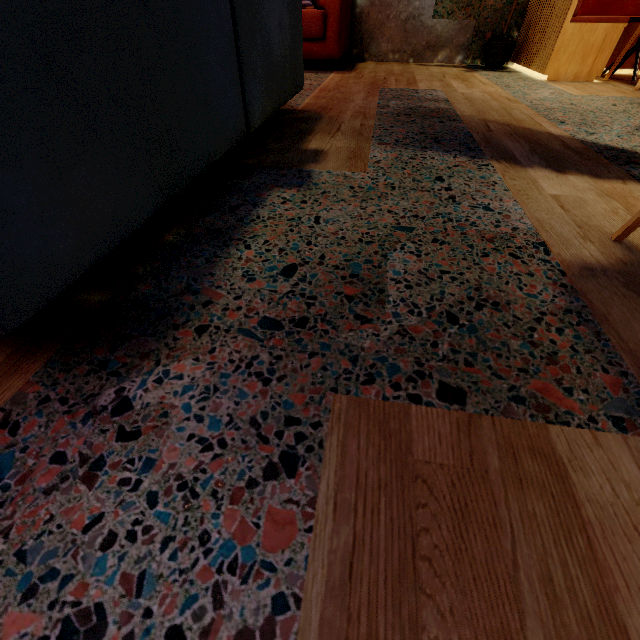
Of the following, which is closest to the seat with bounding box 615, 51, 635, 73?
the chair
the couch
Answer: the couch

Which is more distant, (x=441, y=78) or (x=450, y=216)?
(x=441, y=78)

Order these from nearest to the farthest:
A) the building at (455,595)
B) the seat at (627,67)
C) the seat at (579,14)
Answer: the building at (455,595) < the seat at (579,14) < the seat at (627,67)

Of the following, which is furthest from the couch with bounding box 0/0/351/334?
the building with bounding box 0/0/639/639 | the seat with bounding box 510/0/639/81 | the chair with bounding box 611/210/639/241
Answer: the seat with bounding box 510/0/639/81

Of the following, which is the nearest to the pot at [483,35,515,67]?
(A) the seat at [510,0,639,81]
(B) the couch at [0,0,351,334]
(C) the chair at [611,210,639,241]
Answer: (A) the seat at [510,0,639,81]

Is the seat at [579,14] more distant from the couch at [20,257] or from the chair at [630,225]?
the chair at [630,225]

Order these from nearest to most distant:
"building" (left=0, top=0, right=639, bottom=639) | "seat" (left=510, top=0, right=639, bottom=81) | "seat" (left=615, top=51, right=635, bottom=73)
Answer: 1. "building" (left=0, top=0, right=639, bottom=639)
2. "seat" (left=510, top=0, right=639, bottom=81)
3. "seat" (left=615, top=51, right=635, bottom=73)

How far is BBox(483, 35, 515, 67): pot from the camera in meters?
3.5
